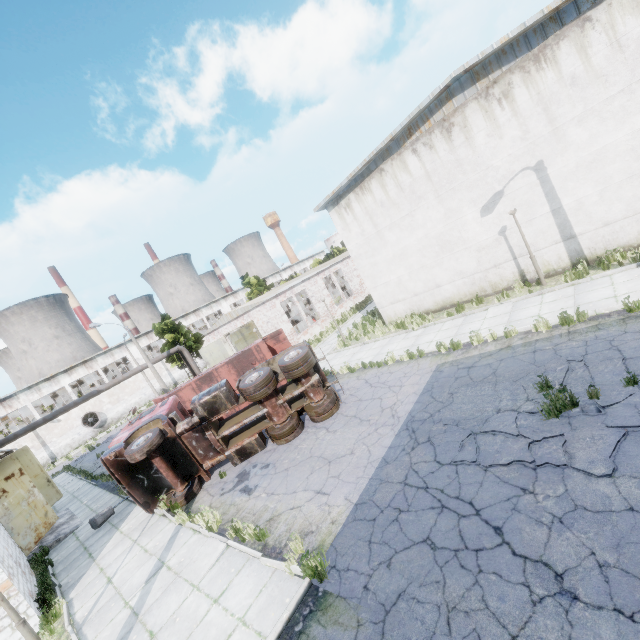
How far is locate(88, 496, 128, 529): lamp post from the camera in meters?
12.9

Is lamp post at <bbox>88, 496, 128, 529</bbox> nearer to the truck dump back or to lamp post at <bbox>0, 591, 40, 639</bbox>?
the truck dump back

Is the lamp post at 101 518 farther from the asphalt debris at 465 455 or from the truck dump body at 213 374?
the asphalt debris at 465 455

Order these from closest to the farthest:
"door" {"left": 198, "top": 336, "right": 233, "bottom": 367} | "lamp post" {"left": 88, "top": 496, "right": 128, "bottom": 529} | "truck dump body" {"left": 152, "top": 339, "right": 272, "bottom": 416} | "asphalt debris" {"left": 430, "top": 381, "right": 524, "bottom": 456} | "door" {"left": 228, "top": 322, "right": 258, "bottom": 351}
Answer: "asphalt debris" {"left": 430, "top": 381, "right": 524, "bottom": 456} < "lamp post" {"left": 88, "top": 496, "right": 128, "bottom": 529} < "truck dump body" {"left": 152, "top": 339, "right": 272, "bottom": 416} < "door" {"left": 228, "top": 322, "right": 258, "bottom": 351} < "door" {"left": 198, "top": 336, "right": 233, "bottom": 367}

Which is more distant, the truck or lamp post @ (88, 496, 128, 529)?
lamp post @ (88, 496, 128, 529)

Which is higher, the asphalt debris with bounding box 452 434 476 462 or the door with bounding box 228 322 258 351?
the door with bounding box 228 322 258 351

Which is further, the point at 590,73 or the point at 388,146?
the point at 388,146

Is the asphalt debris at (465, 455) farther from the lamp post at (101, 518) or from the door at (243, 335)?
the door at (243, 335)
